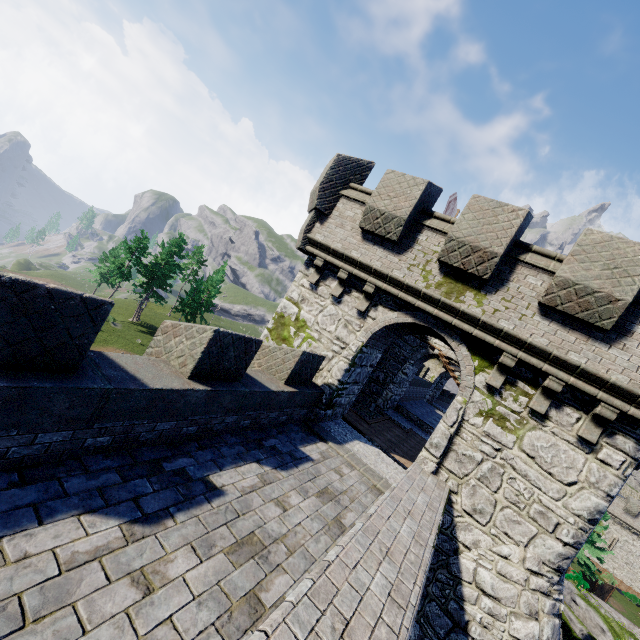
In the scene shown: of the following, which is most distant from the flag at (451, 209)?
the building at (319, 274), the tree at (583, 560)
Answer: the tree at (583, 560)

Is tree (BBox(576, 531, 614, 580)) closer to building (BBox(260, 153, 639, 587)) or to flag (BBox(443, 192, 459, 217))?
building (BBox(260, 153, 639, 587))

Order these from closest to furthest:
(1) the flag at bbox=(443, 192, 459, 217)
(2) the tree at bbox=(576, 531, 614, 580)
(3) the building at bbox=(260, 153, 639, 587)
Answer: (3) the building at bbox=(260, 153, 639, 587)
(1) the flag at bbox=(443, 192, 459, 217)
(2) the tree at bbox=(576, 531, 614, 580)

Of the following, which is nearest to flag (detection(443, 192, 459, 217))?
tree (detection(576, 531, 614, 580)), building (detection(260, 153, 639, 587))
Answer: building (detection(260, 153, 639, 587))

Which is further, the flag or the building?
the flag

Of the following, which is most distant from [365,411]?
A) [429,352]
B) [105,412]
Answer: [105,412]

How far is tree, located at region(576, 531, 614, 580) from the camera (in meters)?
Answer: 32.00

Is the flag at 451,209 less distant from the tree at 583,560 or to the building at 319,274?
the building at 319,274
